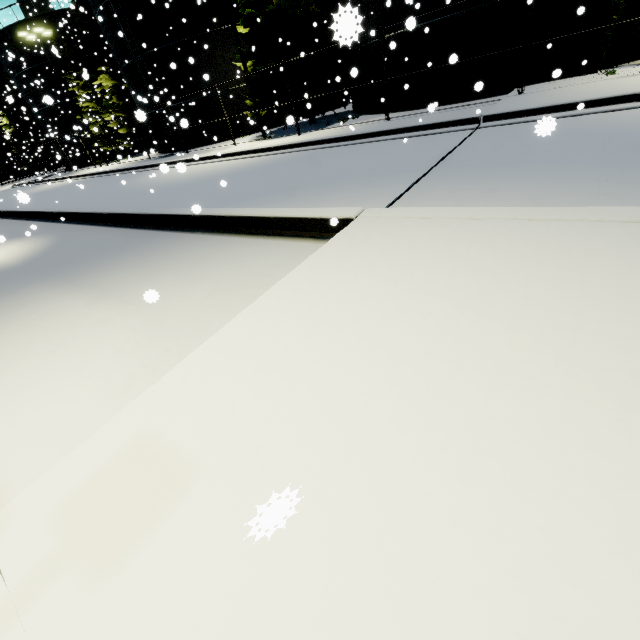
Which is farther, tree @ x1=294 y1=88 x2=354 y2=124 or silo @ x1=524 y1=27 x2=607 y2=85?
tree @ x1=294 y1=88 x2=354 y2=124

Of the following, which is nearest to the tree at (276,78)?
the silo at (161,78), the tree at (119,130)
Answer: the silo at (161,78)

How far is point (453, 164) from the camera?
7.14m

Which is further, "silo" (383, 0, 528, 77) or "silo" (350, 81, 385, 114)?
"silo" (350, 81, 385, 114)

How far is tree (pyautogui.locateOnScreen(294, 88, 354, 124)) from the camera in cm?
1745

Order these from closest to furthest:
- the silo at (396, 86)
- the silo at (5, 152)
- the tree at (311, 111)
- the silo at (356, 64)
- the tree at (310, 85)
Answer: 1. the silo at (396, 86)
2. the silo at (356, 64)
3. the tree at (310, 85)
4. the tree at (311, 111)
5. the silo at (5, 152)

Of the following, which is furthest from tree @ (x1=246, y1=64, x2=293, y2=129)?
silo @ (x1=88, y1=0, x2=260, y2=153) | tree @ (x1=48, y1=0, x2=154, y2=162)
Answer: tree @ (x1=48, y1=0, x2=154, y2=162)
